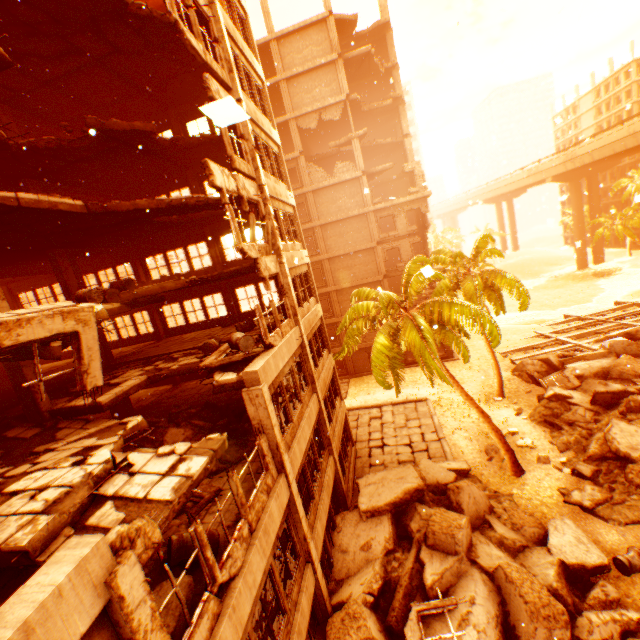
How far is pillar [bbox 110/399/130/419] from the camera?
15.60m

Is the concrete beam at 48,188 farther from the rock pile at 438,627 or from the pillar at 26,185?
the rock pile at 438,627

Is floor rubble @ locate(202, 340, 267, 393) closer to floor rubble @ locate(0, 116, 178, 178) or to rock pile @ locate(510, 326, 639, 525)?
floor rubble @ locate(0, 116, 178, 178)

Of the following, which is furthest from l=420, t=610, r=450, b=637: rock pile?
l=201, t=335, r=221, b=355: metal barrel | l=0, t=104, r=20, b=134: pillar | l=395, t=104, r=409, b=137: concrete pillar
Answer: l=395, t=104, r=409, b=137: concrete pillar

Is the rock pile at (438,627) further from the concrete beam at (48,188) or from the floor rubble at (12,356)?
the concrete beam at (48,188)

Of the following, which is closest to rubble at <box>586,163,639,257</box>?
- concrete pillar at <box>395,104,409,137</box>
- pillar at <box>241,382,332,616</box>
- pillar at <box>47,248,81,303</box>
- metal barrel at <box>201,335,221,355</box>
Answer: metal barrel at <box>201,335,221,355</box>

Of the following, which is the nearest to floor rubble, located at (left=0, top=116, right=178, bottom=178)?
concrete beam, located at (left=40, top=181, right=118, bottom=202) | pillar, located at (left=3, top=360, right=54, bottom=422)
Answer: pillar, located at (left=3, top=360, right=54, bottom=422)

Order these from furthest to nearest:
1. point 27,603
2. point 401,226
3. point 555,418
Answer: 1. point 401,226
2. point 555,418
3. point 27,603
